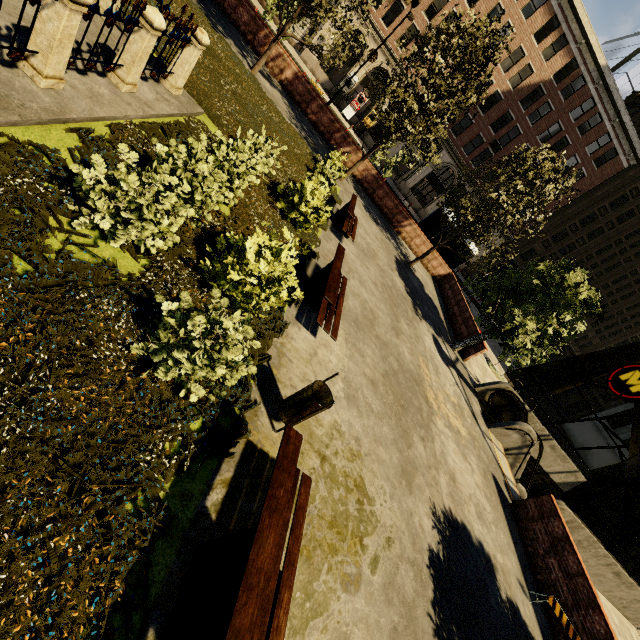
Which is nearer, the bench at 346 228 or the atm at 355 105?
the bench at 346 228

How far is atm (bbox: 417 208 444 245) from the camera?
20.36m

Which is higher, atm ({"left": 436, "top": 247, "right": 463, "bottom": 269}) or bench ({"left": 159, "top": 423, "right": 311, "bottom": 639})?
atm ({"left": 436, "top": 247, "right": 463, "bottom": 269})

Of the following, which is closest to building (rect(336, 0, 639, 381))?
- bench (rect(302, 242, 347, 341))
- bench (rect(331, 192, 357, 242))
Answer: bench (rect(331, 192, 357, 242))

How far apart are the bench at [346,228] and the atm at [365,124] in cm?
2606

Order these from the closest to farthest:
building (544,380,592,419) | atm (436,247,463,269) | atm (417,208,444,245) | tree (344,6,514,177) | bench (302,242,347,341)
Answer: bench (302,242,347,341) < tree (344,6,514,177) < atm (417,208,444,245) < atm (436,247,463,269) < building (544,380,592,419)

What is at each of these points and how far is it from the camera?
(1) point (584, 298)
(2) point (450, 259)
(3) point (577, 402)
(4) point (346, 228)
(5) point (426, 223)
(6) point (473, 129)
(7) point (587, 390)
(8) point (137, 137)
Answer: (1) tree, 11.7 meters
(2) atm, 21.6 meters
(3) building, 50.9 meters
(4) bench, 10.9 meters
(5) atm, 20.6 meters
(6) building, 33.2 meters
(7) building, 49.2 meters
(8) plant, 5.4 meters

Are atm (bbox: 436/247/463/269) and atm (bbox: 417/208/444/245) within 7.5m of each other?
yes
